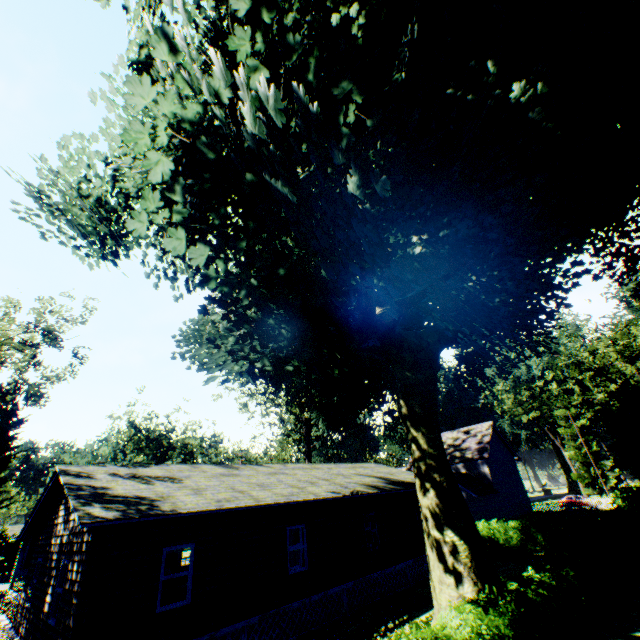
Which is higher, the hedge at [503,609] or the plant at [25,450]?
the plant at [25,450]

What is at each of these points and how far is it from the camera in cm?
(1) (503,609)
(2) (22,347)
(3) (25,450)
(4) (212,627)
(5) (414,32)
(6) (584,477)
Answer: (1) hedge, 736
(2) tree, 2341
(3) plant, 2738
(4) house, 1026
(5) plant, 766
(6) plant, 5653

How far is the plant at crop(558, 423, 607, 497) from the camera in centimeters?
5465cm

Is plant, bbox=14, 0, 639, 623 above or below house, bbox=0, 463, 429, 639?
above

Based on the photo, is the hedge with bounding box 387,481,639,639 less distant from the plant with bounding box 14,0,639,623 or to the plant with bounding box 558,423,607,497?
the plant with bounding box 14,0,639,623

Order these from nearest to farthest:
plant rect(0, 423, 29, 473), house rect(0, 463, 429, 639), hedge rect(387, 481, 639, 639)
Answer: hedge rect(387, 481, 639, 639)
house rect(0, 463, 429, 639)
plant rect(0, 423, 29, 473)

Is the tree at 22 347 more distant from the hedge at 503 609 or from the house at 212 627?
the hedge at 503 609

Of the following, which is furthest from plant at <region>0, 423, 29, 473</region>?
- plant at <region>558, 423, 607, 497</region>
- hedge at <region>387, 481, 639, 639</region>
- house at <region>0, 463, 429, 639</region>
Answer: plant at <region>558, 423, 607, 497</region>
